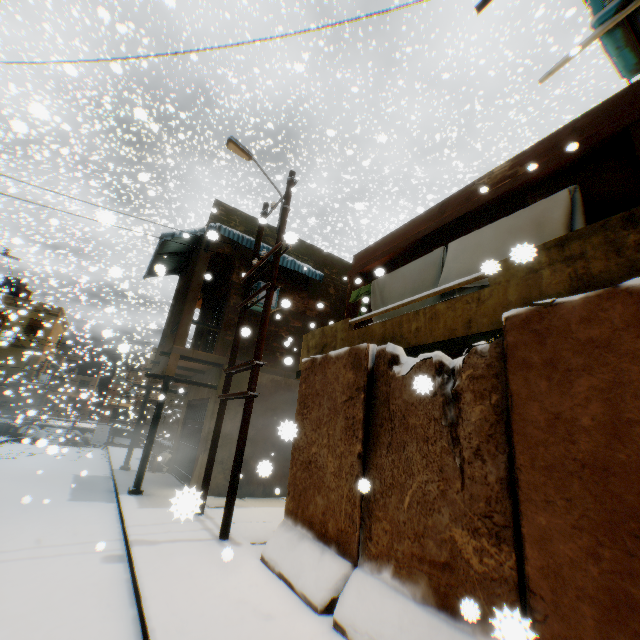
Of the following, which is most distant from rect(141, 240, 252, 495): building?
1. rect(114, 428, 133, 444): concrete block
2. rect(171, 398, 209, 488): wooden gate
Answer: rect(114, 428, 133, 444): concrete block

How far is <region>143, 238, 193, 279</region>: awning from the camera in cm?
1061

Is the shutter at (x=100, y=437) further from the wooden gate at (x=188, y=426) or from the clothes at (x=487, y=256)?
the clothes at (x=487, y=256)

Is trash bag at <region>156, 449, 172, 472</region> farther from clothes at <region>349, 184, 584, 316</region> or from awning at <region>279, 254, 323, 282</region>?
clothes at <region>349, 184, 584, 316</region>

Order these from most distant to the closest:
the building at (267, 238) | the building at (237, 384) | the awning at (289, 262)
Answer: the building at (267, 238), the awning at (289, 262), the building at (237, 384)

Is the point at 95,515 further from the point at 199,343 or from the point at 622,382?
the point at 622,382

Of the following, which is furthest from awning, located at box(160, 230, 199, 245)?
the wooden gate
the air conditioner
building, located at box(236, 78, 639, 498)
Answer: the air conditioner

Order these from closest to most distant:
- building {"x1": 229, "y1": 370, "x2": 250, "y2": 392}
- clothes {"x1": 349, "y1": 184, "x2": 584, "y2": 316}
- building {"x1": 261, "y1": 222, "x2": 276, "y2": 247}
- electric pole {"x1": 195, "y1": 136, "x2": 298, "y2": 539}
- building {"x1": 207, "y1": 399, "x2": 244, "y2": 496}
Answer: clothes {"x1": 349, "y1": 184, "x2": 584, "y2": 316} → electric pole {"x1": 195, "y1": 136, "x2": 298, "y2": 539} → building {"x1": 207, "y1": 399, "x2": 244, "y2": 496} → building {"x1": 229, "y1": 370, "x2": 250, "y2": 392} → building {"x1": 261, "y1": 222, "x2": 276, "y2": 247}
